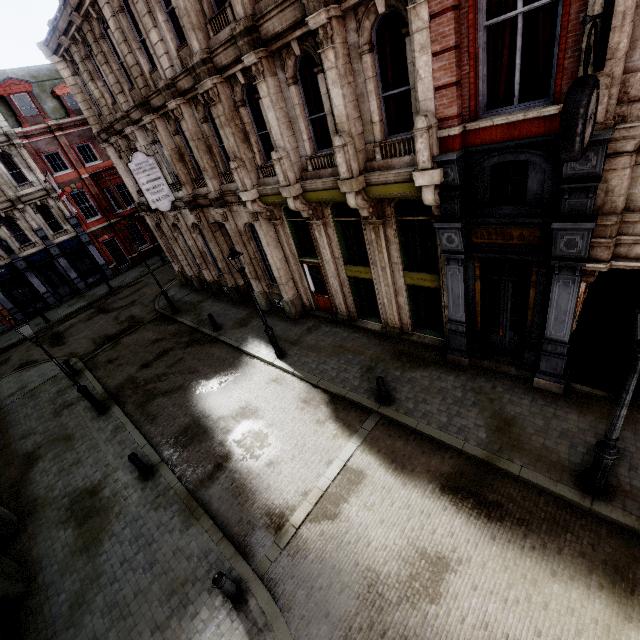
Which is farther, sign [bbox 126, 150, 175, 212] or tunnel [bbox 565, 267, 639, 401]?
sign [bbox 126, 150, 175, 212]

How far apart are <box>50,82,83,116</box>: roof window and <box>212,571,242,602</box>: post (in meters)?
35.80

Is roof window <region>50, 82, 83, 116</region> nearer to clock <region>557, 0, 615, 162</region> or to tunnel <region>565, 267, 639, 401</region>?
clock <region>557, 0, 615, 162</region>

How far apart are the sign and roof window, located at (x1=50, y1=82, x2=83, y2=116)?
21.2m

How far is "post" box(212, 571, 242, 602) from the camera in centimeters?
622cm

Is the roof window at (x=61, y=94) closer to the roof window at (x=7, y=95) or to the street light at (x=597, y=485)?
the roof window at (x=7, y=95)

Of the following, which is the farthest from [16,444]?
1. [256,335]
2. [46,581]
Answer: [256,335]

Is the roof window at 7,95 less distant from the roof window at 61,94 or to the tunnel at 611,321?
the roof window at 61,94
